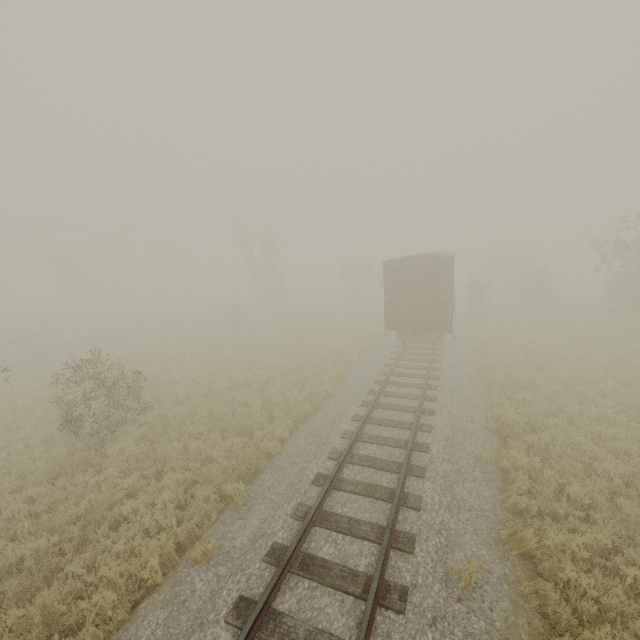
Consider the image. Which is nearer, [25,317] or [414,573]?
[414,573]

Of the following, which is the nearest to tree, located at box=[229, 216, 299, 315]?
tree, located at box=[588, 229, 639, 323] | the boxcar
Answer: tree, located at box=[588, 229, 639, 323]

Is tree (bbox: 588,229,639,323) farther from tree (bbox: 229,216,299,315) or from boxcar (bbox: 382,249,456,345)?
tree (bbox: 229,216,299,315)

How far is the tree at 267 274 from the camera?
32.50m

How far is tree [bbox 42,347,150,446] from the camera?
10.41m

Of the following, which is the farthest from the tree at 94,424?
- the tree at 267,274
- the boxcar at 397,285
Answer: the tree at 267,274
